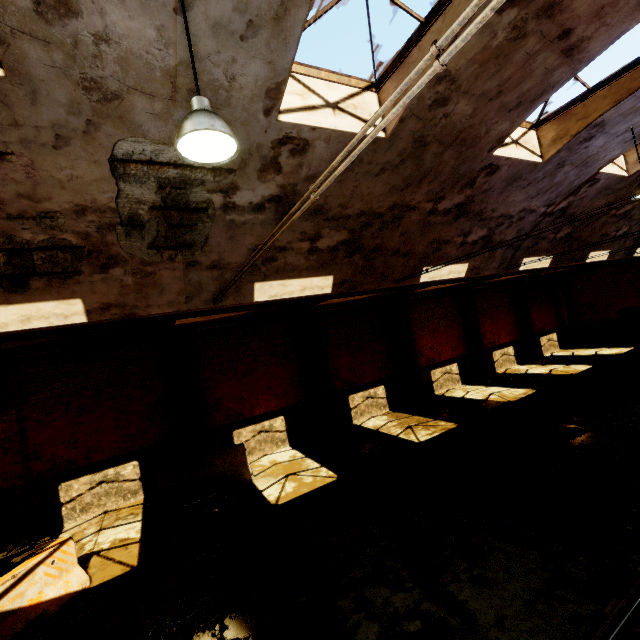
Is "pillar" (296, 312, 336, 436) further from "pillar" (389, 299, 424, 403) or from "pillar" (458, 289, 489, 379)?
"pillar" (458, 289, 489, 379)

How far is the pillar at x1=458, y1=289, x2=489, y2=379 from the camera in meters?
17.5 m

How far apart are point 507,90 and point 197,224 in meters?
5.8

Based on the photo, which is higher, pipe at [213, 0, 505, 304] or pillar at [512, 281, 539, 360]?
pipe at [213, 0, 505, 304]

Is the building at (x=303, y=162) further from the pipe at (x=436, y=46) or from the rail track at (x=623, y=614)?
the rail track at (x=623, y=614)

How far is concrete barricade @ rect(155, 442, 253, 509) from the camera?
9.28m

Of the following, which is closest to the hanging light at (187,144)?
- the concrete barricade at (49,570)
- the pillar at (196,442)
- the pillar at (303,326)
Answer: the concrete barricade at (49,570)

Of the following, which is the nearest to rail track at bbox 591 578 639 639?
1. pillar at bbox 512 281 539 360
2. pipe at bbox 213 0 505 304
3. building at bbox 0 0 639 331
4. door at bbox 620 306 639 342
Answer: building at bbox 0 0 639 331
